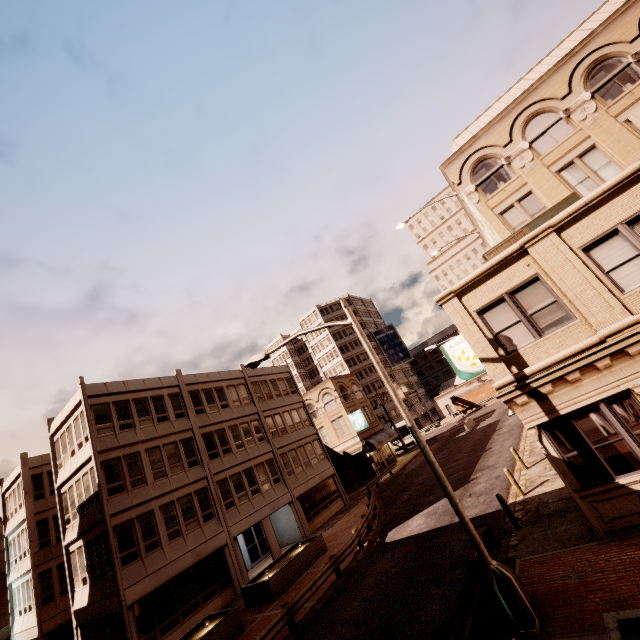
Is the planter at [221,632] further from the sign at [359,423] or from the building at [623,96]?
the sign at [359,423]

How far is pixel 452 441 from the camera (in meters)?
38.56

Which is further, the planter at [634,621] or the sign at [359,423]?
the sign at [359,423]

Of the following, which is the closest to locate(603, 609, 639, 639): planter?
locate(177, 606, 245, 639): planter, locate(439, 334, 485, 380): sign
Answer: locate(439, 334, 485, 380): sign

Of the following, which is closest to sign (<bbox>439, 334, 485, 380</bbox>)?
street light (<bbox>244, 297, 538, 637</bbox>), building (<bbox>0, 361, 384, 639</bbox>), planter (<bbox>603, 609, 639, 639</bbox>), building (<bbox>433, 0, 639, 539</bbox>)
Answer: building (<bbox>433, 0, 639, 539</bbox>)

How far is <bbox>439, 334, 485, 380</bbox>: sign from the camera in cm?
1373

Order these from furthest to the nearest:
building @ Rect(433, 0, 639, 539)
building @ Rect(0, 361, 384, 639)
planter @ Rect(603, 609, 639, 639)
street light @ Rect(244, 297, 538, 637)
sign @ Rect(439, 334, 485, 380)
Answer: building @ Rect(0, 361, 384, 639), sign @ Rect(439, 334, 485, 380), building @ Rect(433, 0, 639, 539), street light @ Rect(244, 297, 538, 637), planter @ Rect(603, 609, 639, 639)

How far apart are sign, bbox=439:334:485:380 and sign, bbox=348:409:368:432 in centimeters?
2728cm
